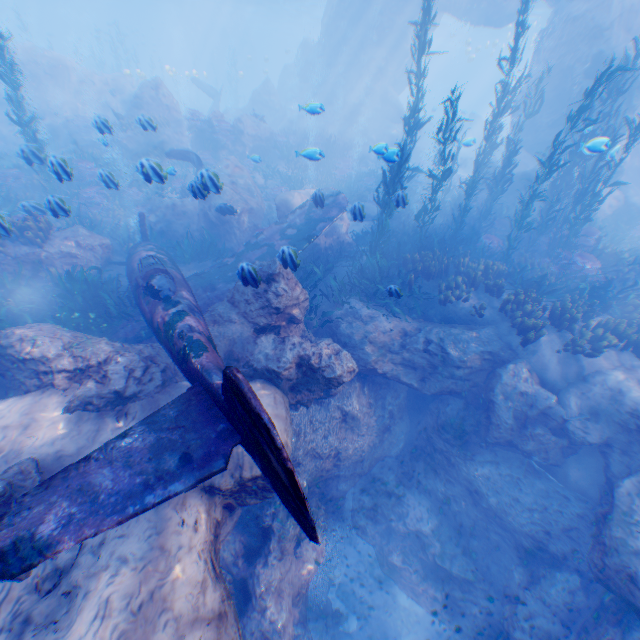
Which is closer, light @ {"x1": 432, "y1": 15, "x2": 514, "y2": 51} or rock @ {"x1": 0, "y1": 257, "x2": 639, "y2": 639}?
rock @ {"x1": 0, "y1": 257, "x2": 639, "y2": 639}

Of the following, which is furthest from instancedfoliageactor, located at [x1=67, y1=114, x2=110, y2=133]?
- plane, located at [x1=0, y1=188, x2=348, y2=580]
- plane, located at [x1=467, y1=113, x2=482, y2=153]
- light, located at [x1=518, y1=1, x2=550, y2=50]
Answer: plane, located at [x1=467, y1=113, x2=482, y2=153]

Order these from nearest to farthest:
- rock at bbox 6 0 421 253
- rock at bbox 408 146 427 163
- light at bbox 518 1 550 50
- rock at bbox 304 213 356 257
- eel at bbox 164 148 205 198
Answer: eel at bbox 164 148 205 198, rock at bbox 304 213 356 257, rock at bbox 6 0 421 253, rock at bbox 408 146 427 163, light at bbox 518 1 550 50

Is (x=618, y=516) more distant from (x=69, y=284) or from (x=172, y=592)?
(x=69, y=284)

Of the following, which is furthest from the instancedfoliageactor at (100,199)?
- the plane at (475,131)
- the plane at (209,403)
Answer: the plane at (475,131)

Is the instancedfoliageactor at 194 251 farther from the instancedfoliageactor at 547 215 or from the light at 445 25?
the light at 445 25

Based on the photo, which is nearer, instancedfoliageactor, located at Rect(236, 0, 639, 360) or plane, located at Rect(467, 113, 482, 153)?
instancedfoliageactor, located at Rect(236, 0, 639, 360)
